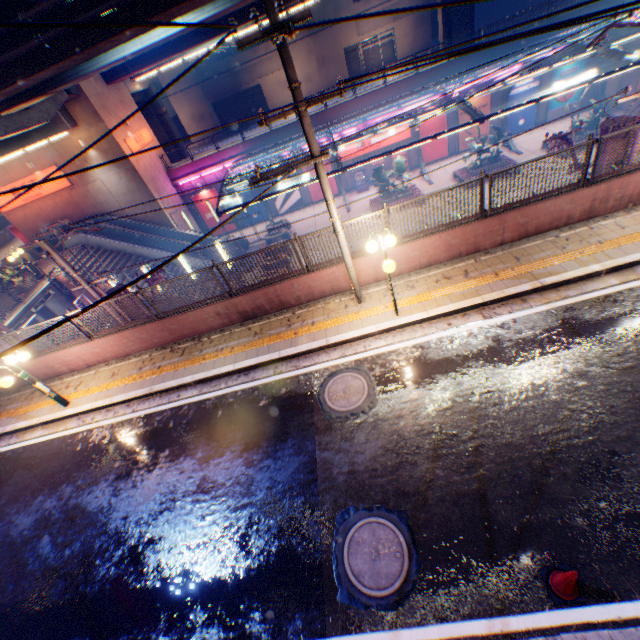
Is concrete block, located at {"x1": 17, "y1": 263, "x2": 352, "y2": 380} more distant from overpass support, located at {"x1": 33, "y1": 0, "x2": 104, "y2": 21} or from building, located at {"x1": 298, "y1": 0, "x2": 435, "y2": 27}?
building, located at {"x1": 298, "y1": 0, "x2": 435, "y2": 27}

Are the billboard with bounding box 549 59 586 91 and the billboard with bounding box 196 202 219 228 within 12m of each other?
no

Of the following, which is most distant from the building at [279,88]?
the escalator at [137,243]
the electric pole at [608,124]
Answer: the electric pole at [608,124]

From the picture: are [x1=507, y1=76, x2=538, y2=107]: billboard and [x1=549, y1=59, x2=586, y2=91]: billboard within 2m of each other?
yes

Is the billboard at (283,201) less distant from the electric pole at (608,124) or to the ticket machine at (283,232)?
the ticket machine at (283,232)

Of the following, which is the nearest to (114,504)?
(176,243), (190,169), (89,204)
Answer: Result: (176,243)

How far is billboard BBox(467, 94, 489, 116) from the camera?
26.45m

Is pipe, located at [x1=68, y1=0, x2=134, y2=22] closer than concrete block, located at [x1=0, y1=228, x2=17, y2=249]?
Yes
